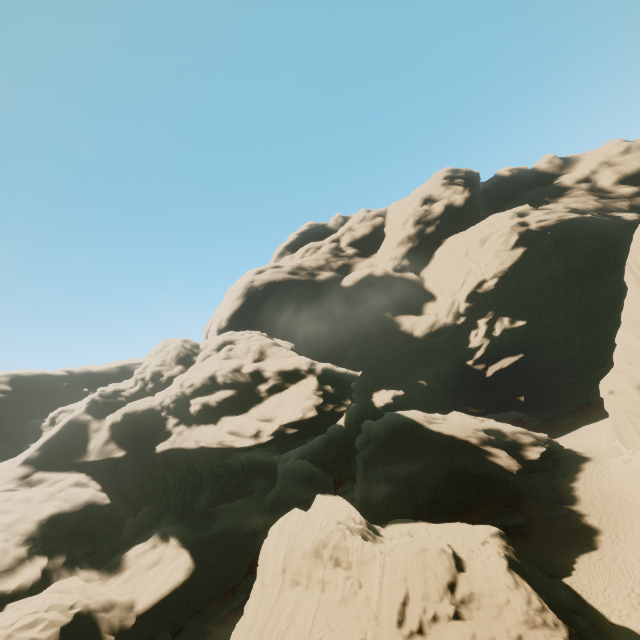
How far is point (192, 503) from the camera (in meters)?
31.94
